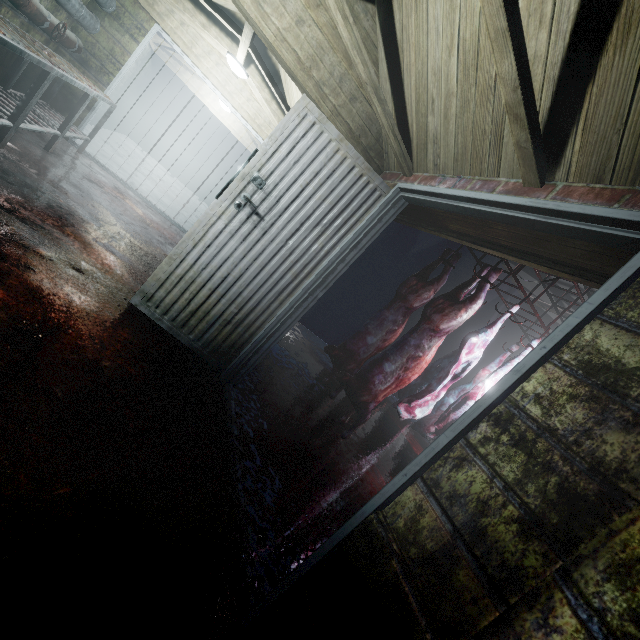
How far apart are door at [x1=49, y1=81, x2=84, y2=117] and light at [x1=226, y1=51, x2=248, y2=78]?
1.0m

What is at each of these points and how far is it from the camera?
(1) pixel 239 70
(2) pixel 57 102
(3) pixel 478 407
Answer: (1) light, 3.99m
(2) door, 4.28m
(3) door, 1.00m

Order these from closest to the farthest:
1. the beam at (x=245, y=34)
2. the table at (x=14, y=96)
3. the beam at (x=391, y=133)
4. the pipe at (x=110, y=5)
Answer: the beam at (x=391, y=133)
the table at (x=14, y=96)
the beam at (x=245, y=34)
the pipe at (x=110, y=5)

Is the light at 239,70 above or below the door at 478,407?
above

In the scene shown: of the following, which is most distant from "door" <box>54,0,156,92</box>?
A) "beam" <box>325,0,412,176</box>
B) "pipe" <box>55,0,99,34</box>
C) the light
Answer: "beam" <box>325,0,412,176</box>

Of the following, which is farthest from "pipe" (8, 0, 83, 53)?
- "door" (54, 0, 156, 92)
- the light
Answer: the light

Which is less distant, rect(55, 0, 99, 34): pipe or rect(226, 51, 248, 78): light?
rect(55, 0, 99, 34): pipe

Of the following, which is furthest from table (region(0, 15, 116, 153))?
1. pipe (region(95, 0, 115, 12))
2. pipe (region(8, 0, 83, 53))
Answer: pipe (region(95, 0, 115, 12))
